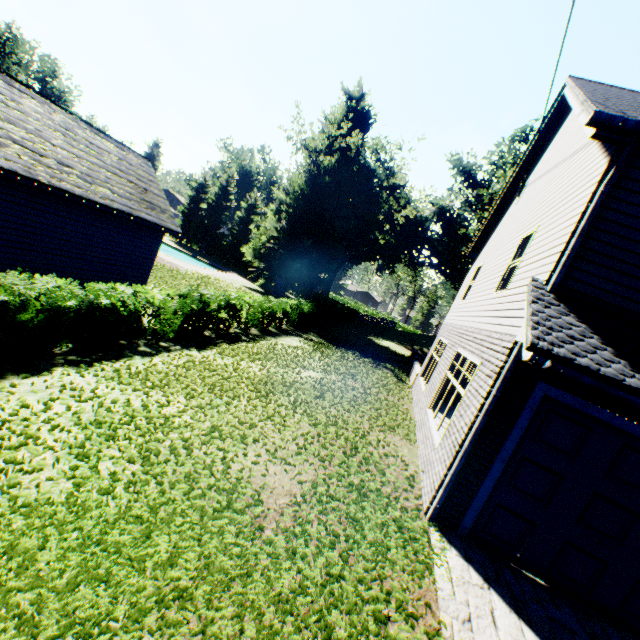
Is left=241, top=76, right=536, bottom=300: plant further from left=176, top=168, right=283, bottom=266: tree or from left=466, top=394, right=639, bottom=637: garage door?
left=466, top=394, right=639, bottom=637: garage door

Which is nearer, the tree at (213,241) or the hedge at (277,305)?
the hedge at (277,305)

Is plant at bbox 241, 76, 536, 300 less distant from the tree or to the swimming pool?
the tree

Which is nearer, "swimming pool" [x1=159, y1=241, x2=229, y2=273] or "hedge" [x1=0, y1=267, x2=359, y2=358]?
"hedge" [x1=0, y1=267, x2=359, y2=358]

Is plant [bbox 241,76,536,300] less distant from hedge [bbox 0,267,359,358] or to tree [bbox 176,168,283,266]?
tree [bbox 176,168,283,266]

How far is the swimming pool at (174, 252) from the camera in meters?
39.6

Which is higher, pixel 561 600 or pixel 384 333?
pixel 561 600
